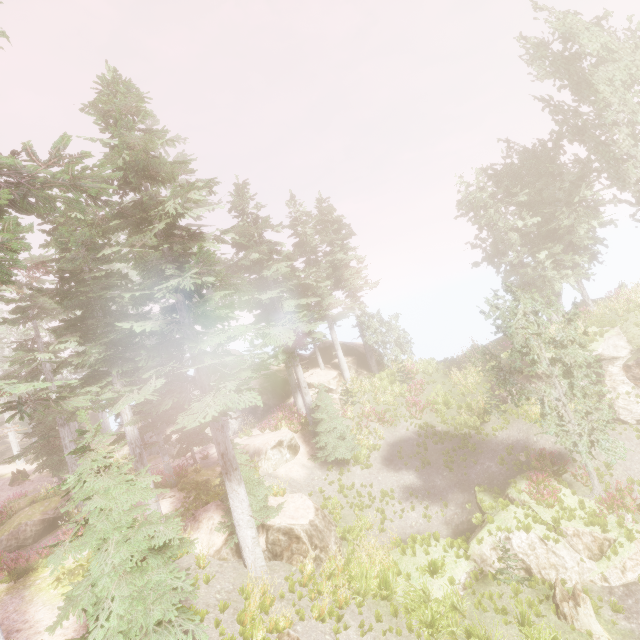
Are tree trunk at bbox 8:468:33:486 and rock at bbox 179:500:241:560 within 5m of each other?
no

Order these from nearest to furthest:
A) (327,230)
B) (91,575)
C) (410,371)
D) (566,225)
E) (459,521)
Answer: (91,575)
(459,521)
(566,225)
(410,371)
(327,230)

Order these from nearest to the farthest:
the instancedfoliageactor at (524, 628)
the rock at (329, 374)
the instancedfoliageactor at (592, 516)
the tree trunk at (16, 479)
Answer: the instancedfoliageactor at (524, 628), the instancedfoliageactor at (592, 516), the tree trunk at (16, 479), the rock at (329, 374)

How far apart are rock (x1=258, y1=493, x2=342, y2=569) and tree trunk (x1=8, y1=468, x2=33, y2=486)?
24.2m

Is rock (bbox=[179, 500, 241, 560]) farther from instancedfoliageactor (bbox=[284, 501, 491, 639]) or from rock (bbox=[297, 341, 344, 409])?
rock (bbox=[297, 341, 344, 409])

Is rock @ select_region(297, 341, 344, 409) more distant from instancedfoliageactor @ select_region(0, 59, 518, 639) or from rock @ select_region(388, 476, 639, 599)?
rock @ select_region(388, 476, 639, 599)

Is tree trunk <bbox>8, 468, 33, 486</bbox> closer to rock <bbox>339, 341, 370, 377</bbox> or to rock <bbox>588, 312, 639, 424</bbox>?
rock <bbox>339, 341, 370, 377</bbox>

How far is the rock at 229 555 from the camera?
12.87m
